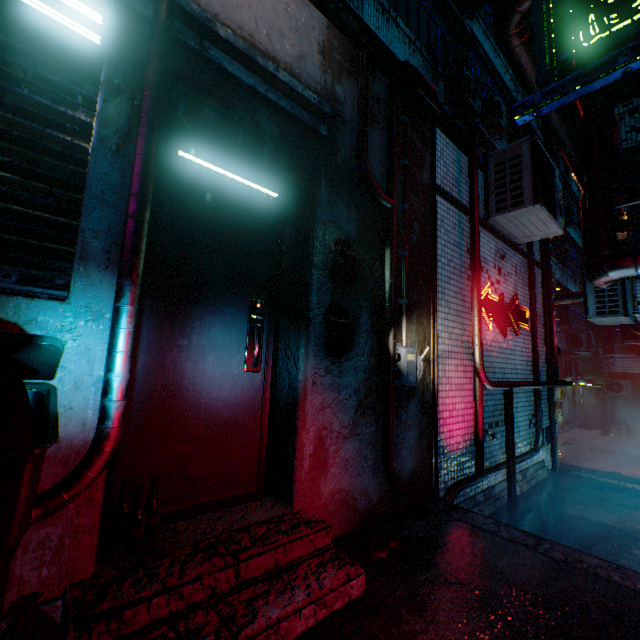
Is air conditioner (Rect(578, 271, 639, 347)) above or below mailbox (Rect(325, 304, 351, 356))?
above

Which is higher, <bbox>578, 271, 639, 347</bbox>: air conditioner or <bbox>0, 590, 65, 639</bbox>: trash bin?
<bbox>578, 271, 639, 347</bbox>: air conditioner

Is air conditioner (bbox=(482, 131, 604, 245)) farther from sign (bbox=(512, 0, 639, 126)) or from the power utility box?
sign (bbox=(512, 0, 639, 126))

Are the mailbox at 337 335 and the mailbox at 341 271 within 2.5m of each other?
yes

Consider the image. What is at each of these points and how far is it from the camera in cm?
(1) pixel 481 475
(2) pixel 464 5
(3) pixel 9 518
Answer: (1) pipe, 341
(2) air conditioner, 771
(3) trash bin, 78

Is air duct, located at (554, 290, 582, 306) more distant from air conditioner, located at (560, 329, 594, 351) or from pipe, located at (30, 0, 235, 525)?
air conditioner, located at (560, 329, 594, 351)

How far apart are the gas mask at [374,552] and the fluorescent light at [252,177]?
2.34m

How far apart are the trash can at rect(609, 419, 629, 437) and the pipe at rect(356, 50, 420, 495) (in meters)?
18.31
